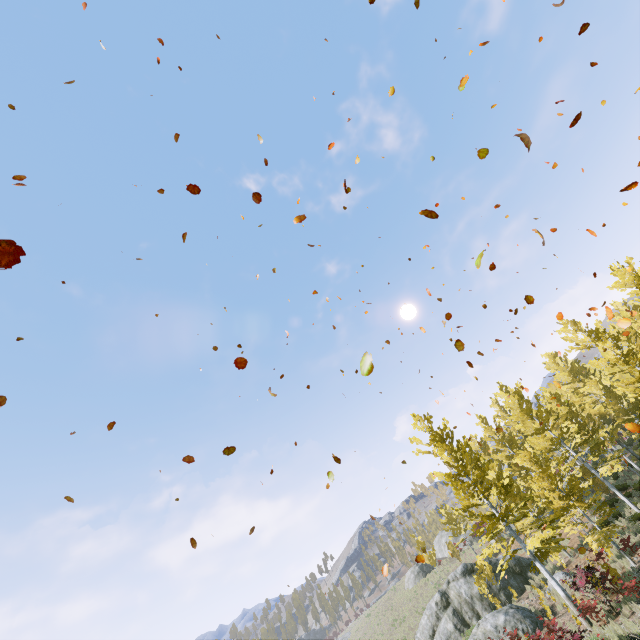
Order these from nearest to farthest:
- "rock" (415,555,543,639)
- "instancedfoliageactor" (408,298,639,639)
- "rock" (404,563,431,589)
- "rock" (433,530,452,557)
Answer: "instancedfoliageactor" (408,298,639,639)
"rock" (415,555,543,639)
"rock" (404,563,431,589)
"rock" (433,530,452,557)

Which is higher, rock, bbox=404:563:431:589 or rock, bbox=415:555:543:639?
rock, bbox=404:563:431:589

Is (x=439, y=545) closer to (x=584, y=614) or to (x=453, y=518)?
(x=453, y=518)

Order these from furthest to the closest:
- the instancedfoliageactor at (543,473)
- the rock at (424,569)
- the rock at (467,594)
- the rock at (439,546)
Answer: the rock at (439,546) < the rock at (424,569) < the rock at (467,594) < the instancedfoliageactor at (543,473)

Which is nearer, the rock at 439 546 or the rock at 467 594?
the rock at 467 594

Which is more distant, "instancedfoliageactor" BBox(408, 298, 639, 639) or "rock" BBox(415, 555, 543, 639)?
"rock" BBox(415, 555, 543, 639)

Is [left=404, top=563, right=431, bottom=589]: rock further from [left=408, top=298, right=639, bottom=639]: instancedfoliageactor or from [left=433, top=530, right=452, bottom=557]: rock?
[left=408, top=298, right=639, bottom=639]: instancedfoliageactor

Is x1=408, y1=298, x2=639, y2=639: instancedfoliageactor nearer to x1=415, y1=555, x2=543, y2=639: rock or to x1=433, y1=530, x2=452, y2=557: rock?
x1=415, y1=555, x2=543, y2=639: rock
